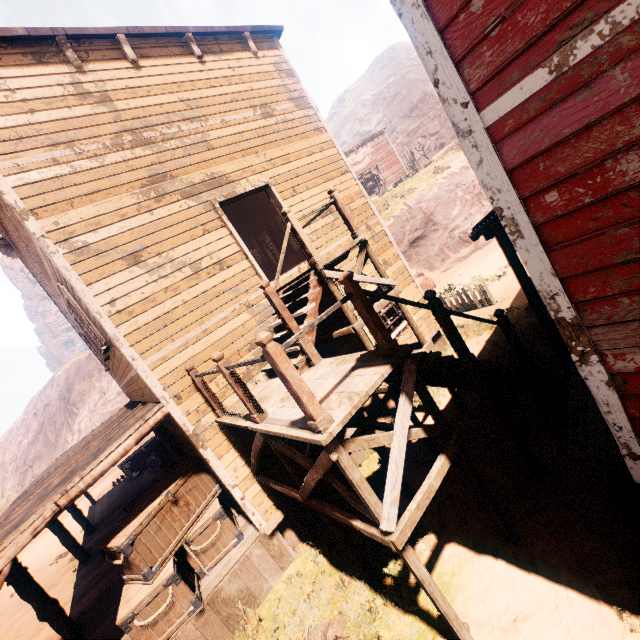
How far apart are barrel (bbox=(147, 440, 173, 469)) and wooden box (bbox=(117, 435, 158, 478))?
1.3m

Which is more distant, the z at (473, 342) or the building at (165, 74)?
the z at (473, 342)

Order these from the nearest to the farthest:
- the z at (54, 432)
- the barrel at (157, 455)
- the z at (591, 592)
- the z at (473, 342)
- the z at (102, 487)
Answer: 1. the z at (591, 592)
2. the z at (473, 342)
3. the barrel at (157, 455)
4. the z at (102, 487)
5. the z at (54, 432)

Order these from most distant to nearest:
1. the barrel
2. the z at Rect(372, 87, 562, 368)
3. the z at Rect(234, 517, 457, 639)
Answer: the barrel, the z at Rect(372, 87, 562, 368), the z at Rect(234, 517, 457, 639)

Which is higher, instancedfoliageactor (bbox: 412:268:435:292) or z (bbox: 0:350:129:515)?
z (bbox: 0:350:129:515)

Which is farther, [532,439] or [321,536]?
[321,536]

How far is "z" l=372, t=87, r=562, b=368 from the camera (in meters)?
10.83
